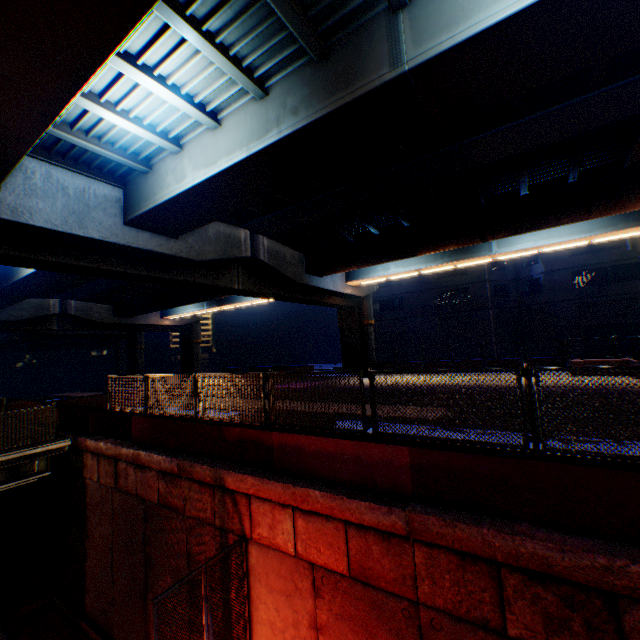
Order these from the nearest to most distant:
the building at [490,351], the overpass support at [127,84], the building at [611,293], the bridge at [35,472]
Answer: the overpass support at [127,84]
the bridge at [35,472]
the building at [611,293]
the building at [490,351]

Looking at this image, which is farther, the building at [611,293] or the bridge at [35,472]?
the building at [611,293]

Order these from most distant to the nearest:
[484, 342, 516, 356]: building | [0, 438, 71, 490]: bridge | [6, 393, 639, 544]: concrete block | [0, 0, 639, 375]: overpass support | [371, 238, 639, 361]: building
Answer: [484, 342, 516, 356]: building
[371, 238, 639, 361]: building
[0, 438, 71, 490]: bridge
[0, 0, 639, 375]: overpass support
[6, 393, 639, 544]: concrete block

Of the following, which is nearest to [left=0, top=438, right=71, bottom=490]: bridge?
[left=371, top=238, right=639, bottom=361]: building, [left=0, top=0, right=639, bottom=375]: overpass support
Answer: [left=0, top=0, right=639, bottom=375]: overpass support

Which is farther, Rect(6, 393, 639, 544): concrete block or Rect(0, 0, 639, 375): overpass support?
Rect(0, 0, 639, 375): overpass support

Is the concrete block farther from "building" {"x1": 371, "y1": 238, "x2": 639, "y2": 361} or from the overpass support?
"building" {"x1": 371, "y1": 238, "x2": 639, "y2": 361}

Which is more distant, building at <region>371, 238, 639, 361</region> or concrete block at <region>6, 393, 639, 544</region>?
building at <region>371, 238, 639, 361</region>

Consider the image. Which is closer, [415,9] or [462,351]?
[415,9]
